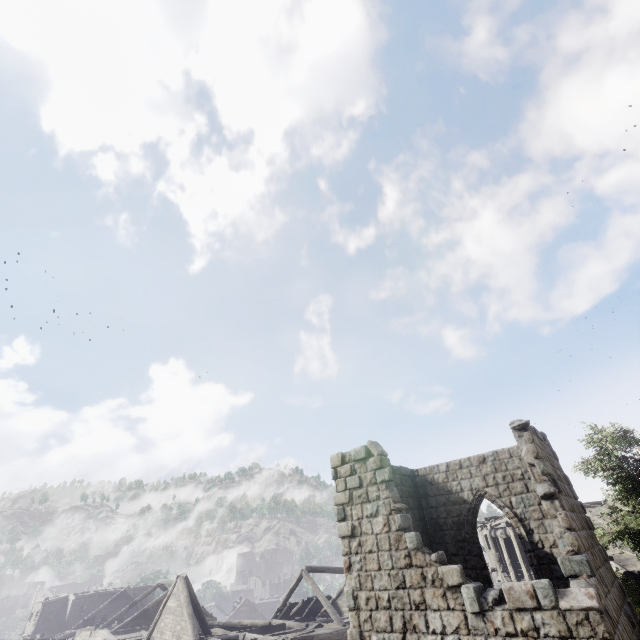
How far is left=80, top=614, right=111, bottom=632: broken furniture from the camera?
28.2m

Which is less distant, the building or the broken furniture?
the building

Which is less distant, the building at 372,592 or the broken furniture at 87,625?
the building at 372,592

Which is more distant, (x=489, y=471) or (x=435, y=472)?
(x=435, y=472)

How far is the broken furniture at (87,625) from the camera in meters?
28.2
